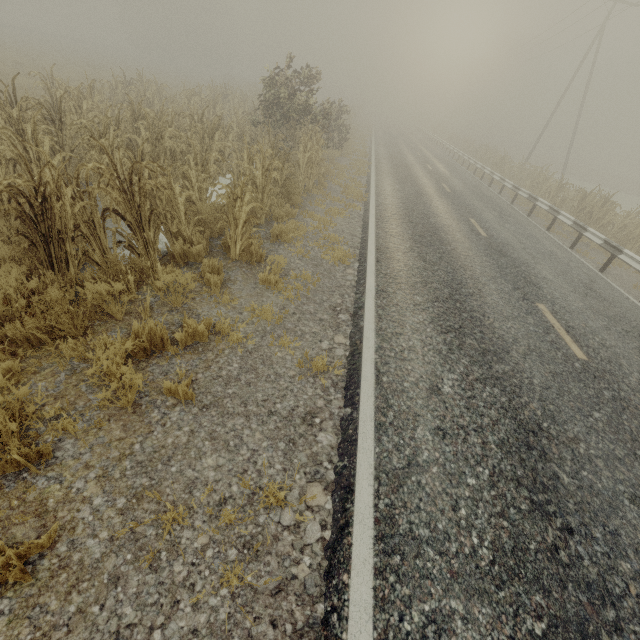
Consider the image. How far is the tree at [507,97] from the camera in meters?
55.4

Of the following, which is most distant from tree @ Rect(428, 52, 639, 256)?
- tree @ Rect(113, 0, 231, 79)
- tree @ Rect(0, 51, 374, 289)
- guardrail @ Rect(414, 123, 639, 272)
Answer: tree @ Rect(113, 0, 231, 79)

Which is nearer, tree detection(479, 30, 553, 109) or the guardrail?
the guardrail

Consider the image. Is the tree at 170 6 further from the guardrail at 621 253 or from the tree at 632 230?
the guardrail at 621 253

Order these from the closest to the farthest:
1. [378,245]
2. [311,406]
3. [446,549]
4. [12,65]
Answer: [446,549]
[311,406]
[378,245]
[12,65]

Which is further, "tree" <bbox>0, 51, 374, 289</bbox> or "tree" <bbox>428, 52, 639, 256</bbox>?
"tree" <bbox>428, 52, 639, 256</bbox>

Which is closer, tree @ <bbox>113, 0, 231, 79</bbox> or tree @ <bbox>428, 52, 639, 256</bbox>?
tree @ <bbox>428, 52, 639, 256</bbox>
